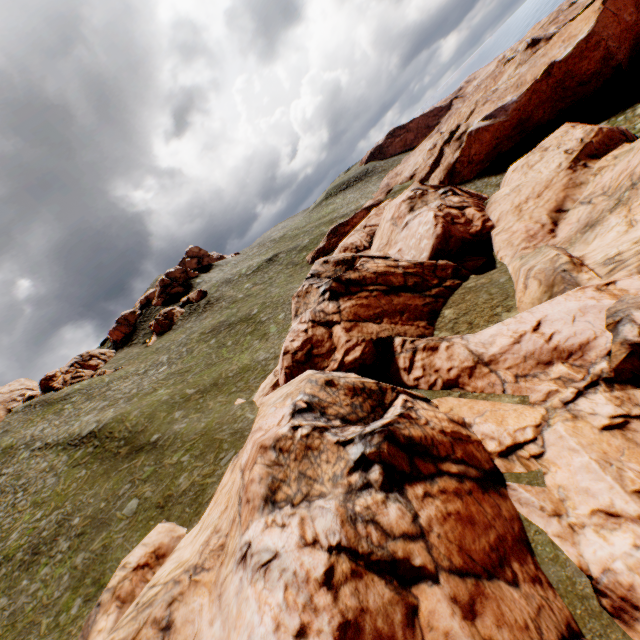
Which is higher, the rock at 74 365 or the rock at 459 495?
the rock at 74 365

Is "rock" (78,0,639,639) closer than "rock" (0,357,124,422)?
Yes

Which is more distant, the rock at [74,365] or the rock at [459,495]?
the rock at [74,365]

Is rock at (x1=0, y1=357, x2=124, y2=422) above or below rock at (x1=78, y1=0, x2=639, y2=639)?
above

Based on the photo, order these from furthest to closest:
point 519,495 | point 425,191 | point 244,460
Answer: point 425,191
point 244,460
point 519,495
